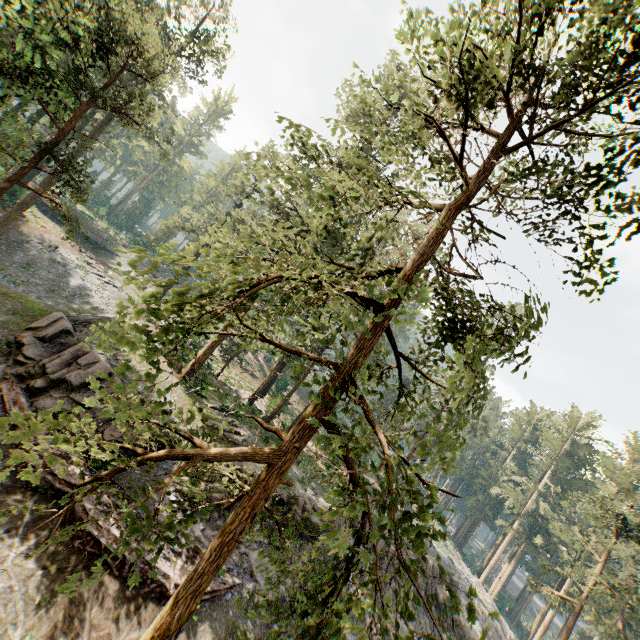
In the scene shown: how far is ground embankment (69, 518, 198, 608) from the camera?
12.30m

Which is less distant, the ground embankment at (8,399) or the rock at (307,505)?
the ground embankment at (8,399)

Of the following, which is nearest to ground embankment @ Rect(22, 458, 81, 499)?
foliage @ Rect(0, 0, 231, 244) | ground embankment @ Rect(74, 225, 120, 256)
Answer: foliage @ Rect(0, 0, 231, 244)

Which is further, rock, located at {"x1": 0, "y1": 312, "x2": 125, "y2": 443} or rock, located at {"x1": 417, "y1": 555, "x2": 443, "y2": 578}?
rock, located at {"x1": 417, "y1": 555, "x2": 443, "y2": 578}

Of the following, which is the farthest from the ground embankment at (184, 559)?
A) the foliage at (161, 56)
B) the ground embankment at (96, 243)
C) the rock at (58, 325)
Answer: the ground embankment at (96, 243)

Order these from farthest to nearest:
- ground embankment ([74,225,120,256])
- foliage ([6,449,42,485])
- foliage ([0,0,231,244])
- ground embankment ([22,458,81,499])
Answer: ground embankment ([74,225,120,256]) < foliage ([0,0,231,244]) < ground embankment ([22,458,81,499]) < foliage ([6,449,42,485])

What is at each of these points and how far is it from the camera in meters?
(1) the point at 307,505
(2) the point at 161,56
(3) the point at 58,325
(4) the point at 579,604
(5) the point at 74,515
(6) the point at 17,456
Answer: (1) rock, 20.4 m
(2) foliage, 16.8 m
(3) rock, 18.2 m
(4) foliage, 25.6 m
(5) ground embankment, 12.7 m
(6) foliage, 4.4 m
